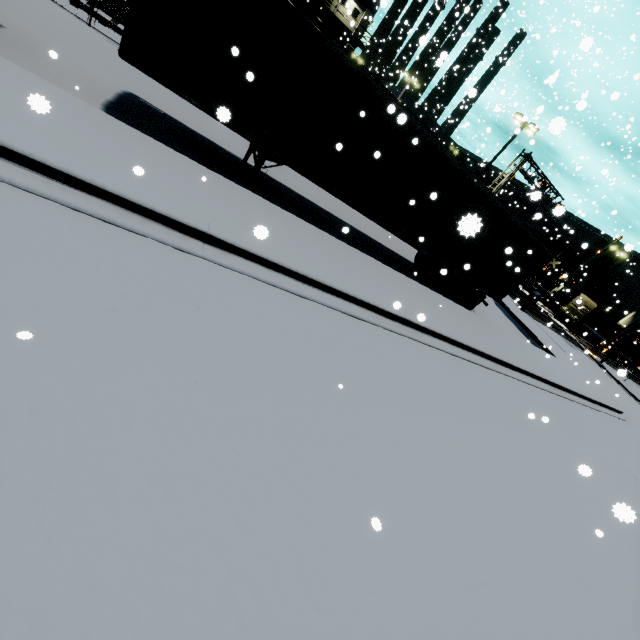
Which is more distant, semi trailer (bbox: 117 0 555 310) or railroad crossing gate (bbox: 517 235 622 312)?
railroad crossing gate (bbox: 517 235 622 312)

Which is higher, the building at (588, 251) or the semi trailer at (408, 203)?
the building at (588, 251)

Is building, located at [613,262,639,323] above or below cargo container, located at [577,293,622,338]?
above

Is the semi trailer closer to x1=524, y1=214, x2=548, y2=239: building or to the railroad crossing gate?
x1=524, y1=214, x2=548, y2=239: building

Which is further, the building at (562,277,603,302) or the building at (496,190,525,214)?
the building at (562,277,603,302)

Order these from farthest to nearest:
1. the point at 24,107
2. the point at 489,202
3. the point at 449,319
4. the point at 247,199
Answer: the point at 489,202 < the point at 449,319 < the point at 247,199 < the point at 24,107

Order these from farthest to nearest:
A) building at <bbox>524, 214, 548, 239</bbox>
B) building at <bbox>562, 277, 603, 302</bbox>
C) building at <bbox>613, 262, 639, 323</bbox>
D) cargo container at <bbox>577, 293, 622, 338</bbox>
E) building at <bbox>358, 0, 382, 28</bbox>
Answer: building at <bbox>613, 262, 639, 323</bbox> < building at <bbox>562, 277, 603, 302</bbox> < building at <bbox>524, 214, 548, 239</bbox> < cargo container at <bbox>577, 293, 622, 338</bbox> < building at <bbox>358, 0, 382, 28</bbox>

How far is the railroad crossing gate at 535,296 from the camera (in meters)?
22.09
